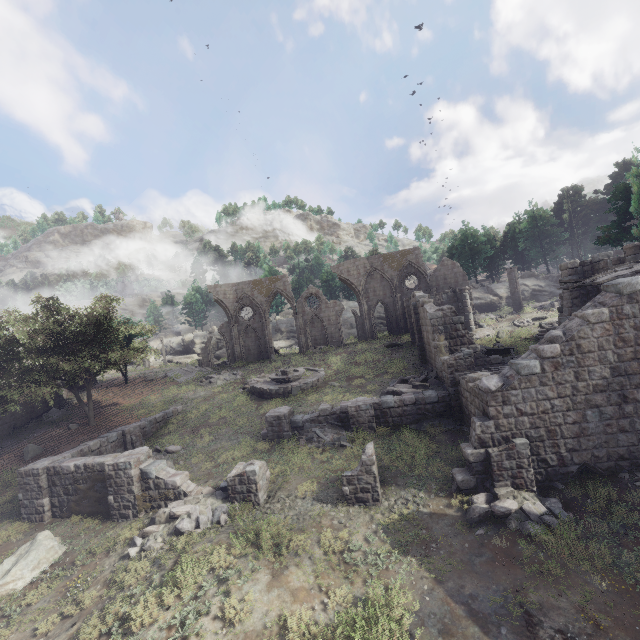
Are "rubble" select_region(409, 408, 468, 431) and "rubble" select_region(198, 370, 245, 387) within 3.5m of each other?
no

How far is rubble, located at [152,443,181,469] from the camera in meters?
16.9

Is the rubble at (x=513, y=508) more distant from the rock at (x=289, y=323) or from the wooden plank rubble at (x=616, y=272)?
the rock at (x=289, y=323)

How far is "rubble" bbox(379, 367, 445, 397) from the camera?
18.5 meters

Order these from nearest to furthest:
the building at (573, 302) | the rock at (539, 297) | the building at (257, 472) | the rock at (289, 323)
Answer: the building at (573, 302) < the building at (257, 472) < the rock at (539, 297) < the rock at (289, 323)

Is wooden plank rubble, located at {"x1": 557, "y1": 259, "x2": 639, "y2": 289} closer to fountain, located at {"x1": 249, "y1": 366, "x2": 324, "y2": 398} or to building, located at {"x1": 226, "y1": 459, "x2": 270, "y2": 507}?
building, located at {"x1": 226, "y1": 459, "x2": 270, "y2": 507}

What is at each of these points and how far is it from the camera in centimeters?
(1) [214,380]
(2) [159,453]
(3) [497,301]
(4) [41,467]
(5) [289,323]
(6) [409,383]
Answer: (1) rubble, 3045cm
(2) rubble, 1791cm
(3) rock, 4662cm
(4) building, 1435cm
(5) rock, 5450cm
(6) rubble, 2027cm

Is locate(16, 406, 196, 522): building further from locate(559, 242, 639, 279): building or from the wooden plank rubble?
the wooden plank rubble
